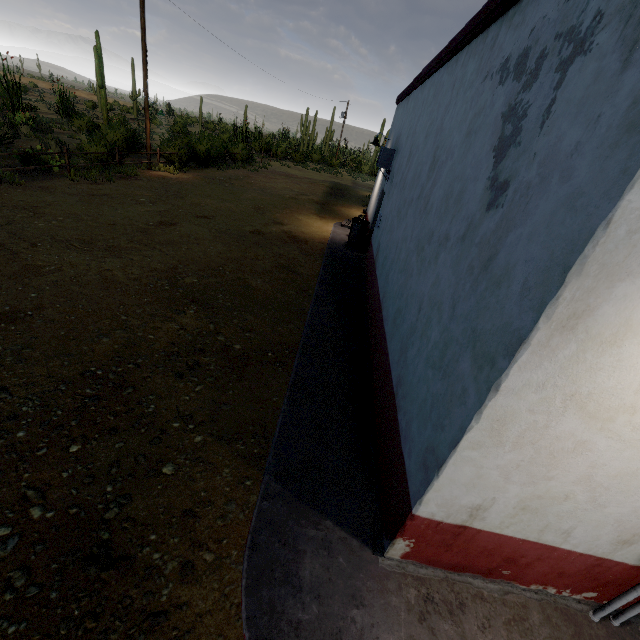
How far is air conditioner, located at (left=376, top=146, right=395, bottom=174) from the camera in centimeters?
919cm

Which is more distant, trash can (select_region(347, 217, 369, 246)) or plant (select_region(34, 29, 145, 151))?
plant (select_region(34, 29, 145, 151))

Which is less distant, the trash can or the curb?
the curb

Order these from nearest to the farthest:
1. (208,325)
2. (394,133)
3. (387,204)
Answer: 1. (208,325)
2. (387,204)
3. (394,133)

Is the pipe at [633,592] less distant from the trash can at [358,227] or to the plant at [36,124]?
the trash can at [358,227]

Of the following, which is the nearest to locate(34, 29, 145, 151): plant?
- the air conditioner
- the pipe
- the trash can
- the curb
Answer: the curb

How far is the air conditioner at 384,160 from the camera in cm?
919

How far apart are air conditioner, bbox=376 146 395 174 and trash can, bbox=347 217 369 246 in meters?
1.7 m
